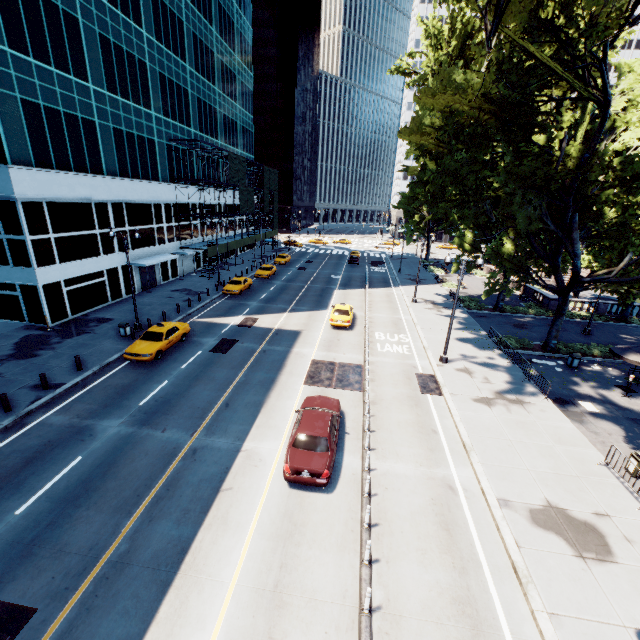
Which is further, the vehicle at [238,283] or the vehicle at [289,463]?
the vehicle at [238,283]

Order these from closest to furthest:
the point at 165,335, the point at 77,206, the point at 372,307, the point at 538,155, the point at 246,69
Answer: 1. the point at 538,155
2. the point at 165,335
3. the point at 77,206
4. the point at 372,307
5. the point at 246,69

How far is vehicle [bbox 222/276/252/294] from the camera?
34.22m

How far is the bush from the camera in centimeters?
3425cm

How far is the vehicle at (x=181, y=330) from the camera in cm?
1961

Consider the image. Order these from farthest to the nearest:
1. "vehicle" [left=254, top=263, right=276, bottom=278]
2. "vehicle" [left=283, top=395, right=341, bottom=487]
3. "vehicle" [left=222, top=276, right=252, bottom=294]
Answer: "vehicle" [left=254, top=263, right=276, bottom=278]
"vehicle" [left=222, top=276, right=252, bottom=294]
"vehicle" [left=283, top=395, right=341, bottom=487]

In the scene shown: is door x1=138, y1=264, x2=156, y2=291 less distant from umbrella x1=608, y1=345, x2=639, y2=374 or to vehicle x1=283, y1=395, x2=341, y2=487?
vehicle x1=283, y1=395, x2=341, y2=487

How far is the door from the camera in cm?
3369
